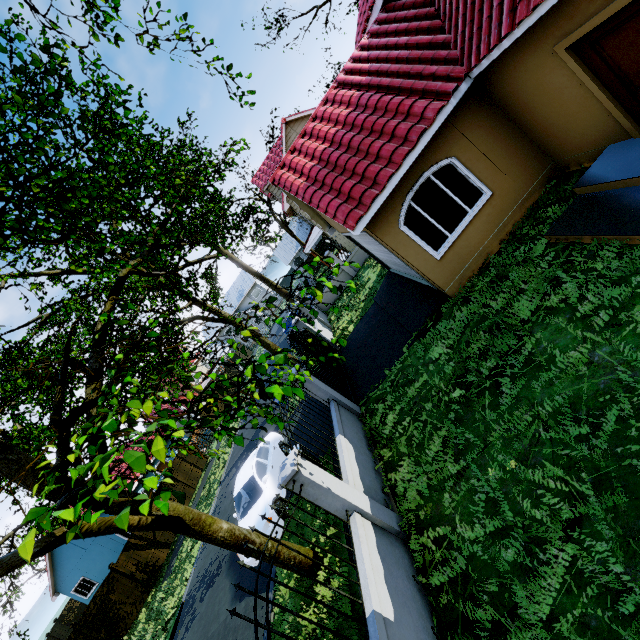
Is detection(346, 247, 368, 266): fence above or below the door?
below

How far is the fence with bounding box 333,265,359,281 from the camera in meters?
20.5 m

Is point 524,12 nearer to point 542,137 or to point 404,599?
point 542,137

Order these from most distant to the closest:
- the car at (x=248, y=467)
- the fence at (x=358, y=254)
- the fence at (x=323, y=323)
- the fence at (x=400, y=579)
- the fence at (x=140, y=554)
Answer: the fence at (x=358, y=254)
the fence at (x=140, y=554)
the fence at (x=323, y=323)
the car at (x=248, y=467)
the fence at (x=400, y=579)

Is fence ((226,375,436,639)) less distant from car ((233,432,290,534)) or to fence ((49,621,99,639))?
car ((233,432,290,534))

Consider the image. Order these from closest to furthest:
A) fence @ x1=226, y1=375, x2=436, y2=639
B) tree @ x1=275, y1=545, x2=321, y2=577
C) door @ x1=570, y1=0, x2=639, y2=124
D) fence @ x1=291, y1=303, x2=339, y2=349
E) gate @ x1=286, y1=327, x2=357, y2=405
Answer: fence @ x1=226, y1=375, x2=436, y2=639 < door @ x1=570, y1=0, x2=639, y2=124 < tree @ x1=275, y1=545, x2=321, y2=577 < gate @ x1=286, y1=327, x2=357, y2=405 < fence @ x1=291, y1=303, x2=339, y2=349

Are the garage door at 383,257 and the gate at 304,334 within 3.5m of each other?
no

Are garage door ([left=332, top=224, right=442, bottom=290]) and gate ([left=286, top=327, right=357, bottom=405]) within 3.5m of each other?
no
